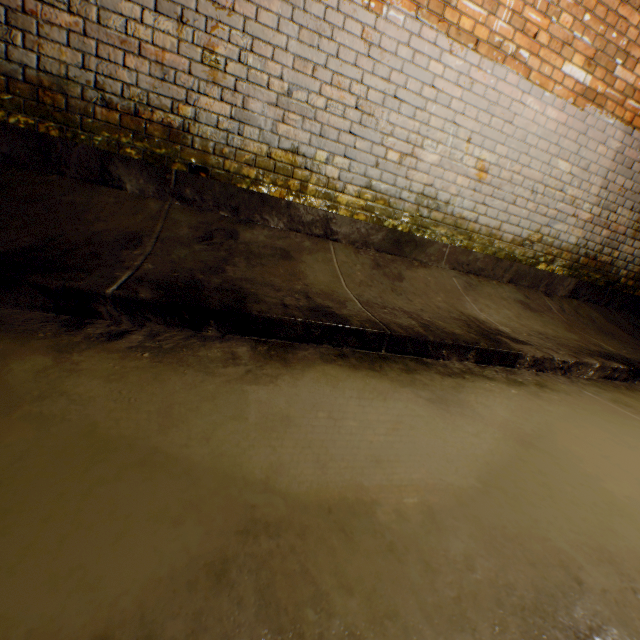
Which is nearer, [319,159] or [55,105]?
[55,105]
